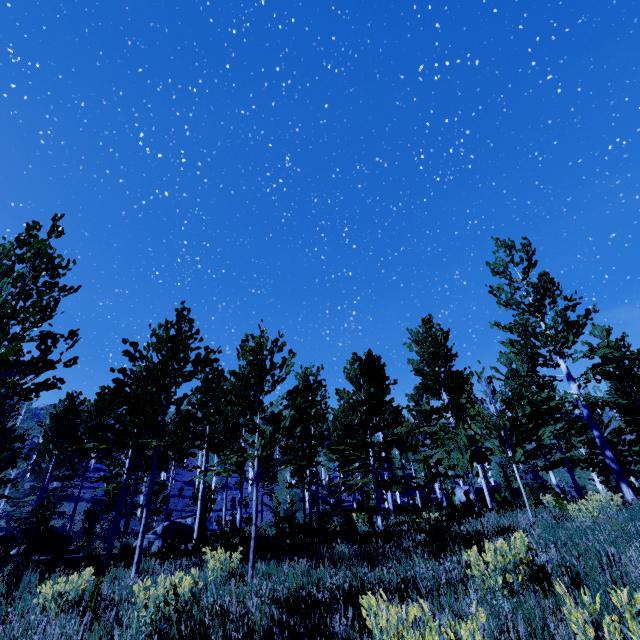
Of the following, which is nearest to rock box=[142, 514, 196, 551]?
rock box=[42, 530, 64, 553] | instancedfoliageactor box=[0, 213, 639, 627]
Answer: instancedfoliageactor box=[0, 213, 639, 627]

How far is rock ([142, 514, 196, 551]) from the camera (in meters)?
12.53

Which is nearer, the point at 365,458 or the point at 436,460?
the point at 365,458

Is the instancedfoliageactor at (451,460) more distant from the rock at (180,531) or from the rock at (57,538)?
the rock at (180,531)

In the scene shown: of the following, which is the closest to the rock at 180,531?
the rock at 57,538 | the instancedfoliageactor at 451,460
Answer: the instancedfoliageactor at 451,460

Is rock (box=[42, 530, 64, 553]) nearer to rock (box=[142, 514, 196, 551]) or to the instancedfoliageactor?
the instancedfoliageactor

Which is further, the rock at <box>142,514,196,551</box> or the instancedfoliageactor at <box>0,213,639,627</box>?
the rock at <box>142,514,196,551</box>

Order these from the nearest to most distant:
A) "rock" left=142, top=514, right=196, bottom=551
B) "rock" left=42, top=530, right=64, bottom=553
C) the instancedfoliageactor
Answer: the instancedfoliageactor → "rock" left=142, top=514, right=196, bottom=551 → "rock" left=42, top=530, right=64, bottom=553
